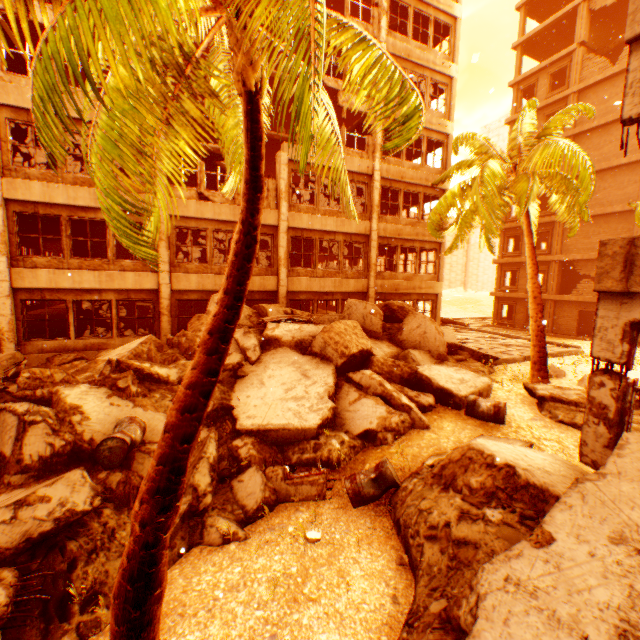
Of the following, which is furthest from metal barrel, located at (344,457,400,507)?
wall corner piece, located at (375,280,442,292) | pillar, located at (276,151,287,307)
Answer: wall corner piece, located at (375,280,442,292)

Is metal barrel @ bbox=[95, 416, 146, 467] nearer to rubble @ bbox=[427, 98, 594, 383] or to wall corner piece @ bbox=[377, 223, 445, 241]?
rubble @ bbox=[427, 98, 594, 383]

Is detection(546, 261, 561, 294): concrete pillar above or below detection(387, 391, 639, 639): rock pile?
above

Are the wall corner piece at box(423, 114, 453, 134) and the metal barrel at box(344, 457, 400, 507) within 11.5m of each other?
no

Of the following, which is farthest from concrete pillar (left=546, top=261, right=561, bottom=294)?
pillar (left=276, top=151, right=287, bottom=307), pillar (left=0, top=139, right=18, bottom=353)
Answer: pillar (left=0, top=139, right=18, bottom=353)

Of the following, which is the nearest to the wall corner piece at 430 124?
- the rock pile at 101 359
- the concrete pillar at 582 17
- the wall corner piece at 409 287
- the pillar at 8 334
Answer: the wall corner piece at 409 287

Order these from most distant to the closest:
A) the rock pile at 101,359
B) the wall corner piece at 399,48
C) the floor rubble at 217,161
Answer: the wall corner piece at 399,48 < the floor rubble at 217,161 < the rock pile at 101,359

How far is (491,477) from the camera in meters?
4.5 m
